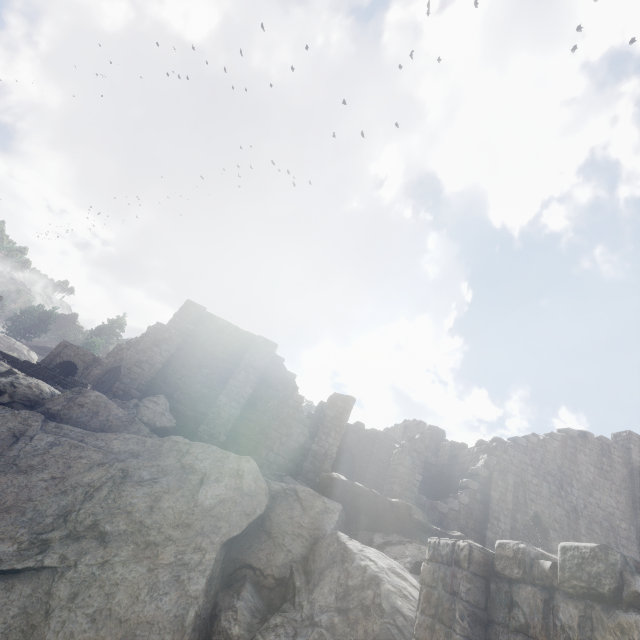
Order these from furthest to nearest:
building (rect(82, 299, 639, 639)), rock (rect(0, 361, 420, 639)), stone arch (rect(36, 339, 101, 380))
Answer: stone arch (rect(36, 339, 101, 380)), rock (rect(0, 361, 420, 639)), building (rect(82, 299, 639, 639))

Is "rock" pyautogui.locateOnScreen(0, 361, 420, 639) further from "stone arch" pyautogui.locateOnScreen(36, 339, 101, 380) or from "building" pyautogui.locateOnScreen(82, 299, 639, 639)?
"stone arch" pyautogui.locateOnScreen(36, 339, 101, 380)

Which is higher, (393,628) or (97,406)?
(97,406)

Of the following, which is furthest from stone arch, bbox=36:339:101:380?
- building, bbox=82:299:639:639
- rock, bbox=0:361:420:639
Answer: building, bbox=82:299:639:639

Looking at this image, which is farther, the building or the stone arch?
the stone arch

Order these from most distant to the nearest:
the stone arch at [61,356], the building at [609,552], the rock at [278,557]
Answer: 1. the stone arch at [61,356]
2. the rock at [278,557]
3. the building at [609,552]

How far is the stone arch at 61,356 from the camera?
31.6m

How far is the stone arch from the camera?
31.59m
